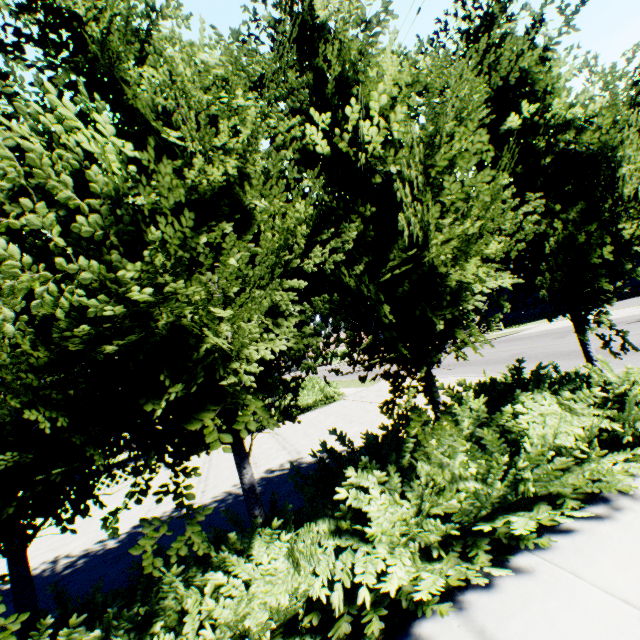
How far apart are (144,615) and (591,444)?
5.1 meters

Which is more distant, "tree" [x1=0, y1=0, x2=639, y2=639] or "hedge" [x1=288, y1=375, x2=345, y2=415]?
"hedge" [x1=288, y1=375, x2=345, y2=415]

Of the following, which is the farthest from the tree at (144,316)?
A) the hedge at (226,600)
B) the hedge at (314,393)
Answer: the hedge at (314,393)

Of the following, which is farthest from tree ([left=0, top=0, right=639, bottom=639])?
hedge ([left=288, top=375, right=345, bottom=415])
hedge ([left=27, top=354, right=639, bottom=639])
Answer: hedge ([left=288, top=375, right=345, bottom=415])

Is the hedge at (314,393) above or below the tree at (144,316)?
below

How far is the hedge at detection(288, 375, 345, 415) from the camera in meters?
16.2 m
